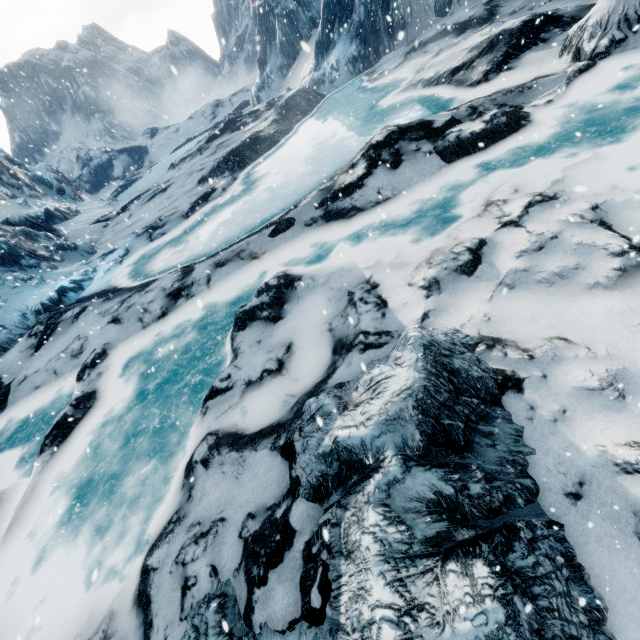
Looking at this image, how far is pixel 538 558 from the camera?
2.12m
